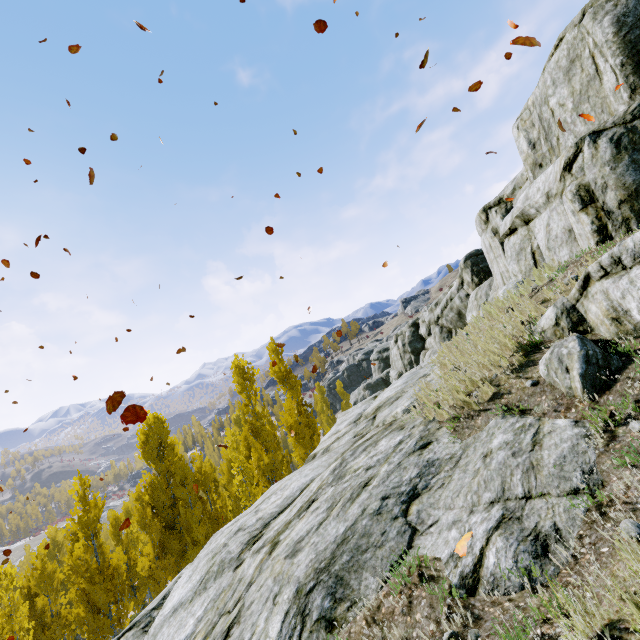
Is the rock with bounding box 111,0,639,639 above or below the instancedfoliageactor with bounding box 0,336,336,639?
above

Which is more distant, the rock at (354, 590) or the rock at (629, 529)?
the rock at (354, 590)

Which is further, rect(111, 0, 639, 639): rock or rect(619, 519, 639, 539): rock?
rect(111, 0, 639, 639): rock

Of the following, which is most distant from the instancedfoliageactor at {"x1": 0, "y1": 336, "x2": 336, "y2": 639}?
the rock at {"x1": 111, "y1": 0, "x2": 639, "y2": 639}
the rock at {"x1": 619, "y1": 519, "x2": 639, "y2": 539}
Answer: the rock at {"x1": 619, "y1": 519, "x2": 639, "y2": 539}

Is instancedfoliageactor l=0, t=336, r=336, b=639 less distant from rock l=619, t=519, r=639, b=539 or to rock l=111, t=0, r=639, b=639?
rock l=111, t=0, r=639, b=639

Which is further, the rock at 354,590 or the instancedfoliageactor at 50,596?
the instancedfoliageactor at 50,596

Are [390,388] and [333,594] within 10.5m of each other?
yes

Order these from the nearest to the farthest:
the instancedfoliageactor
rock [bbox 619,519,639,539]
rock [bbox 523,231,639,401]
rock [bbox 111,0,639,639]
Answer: rock [bbox 619,519,639,539] → rock [bbox 111,0,639,639] → rock [bbox 523,231,639,401] → the instancedfoliageactor
